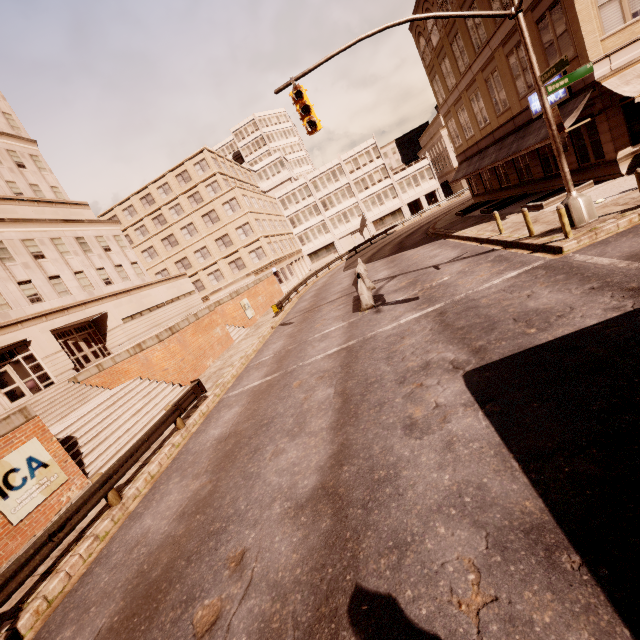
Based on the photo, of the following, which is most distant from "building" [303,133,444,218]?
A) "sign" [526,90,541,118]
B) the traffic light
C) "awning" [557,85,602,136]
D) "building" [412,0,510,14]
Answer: "sign" [526,90,541,118]

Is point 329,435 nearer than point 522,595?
No

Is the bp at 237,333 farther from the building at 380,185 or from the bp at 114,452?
the building at 380,185

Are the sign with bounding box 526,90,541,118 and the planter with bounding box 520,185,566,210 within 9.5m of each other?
yes

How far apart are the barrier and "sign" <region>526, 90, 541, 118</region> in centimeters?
1358cm

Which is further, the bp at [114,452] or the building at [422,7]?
the building at [422,7]

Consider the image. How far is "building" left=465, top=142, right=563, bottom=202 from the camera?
20.7m

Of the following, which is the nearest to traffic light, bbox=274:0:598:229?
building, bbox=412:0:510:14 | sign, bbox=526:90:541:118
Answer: building, bbox=412:0:510:14
